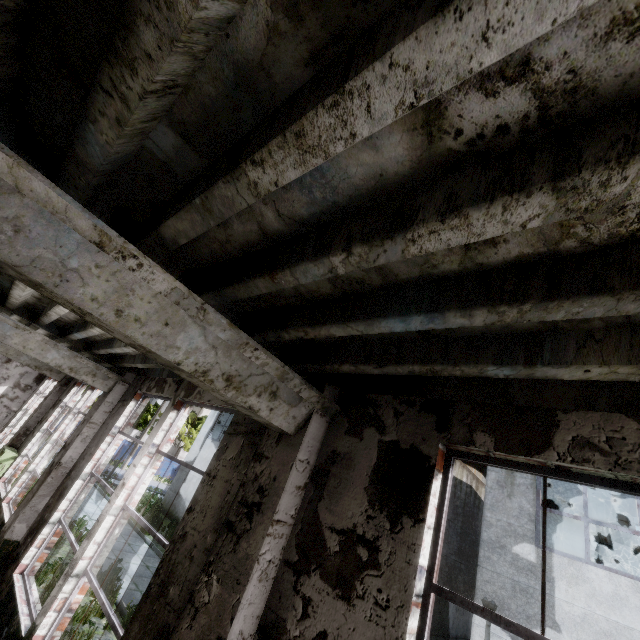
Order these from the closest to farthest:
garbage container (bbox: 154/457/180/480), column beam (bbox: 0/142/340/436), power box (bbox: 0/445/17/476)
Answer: column beam (bbox: 0/142/340/436) < power box (bbox: 0/445/17/476) < garbage container (bbox: 154/457/180/480)

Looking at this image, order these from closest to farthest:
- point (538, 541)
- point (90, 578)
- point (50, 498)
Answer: point (90, 578) → point (50, 498) → point (538, 541)

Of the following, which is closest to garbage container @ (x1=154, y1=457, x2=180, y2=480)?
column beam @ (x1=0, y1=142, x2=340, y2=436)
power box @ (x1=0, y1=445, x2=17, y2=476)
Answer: power box @ (x1=0, y1=445, x2=17, y2=476)

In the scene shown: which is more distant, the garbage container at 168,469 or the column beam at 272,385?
the garbage container at 168,469

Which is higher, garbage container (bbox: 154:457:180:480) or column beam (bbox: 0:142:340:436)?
column beam (bbox: 0:142:340:436)

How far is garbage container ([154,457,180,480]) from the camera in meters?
37.2 m

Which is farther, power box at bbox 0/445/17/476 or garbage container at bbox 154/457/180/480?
garbage container at bbox 154/457/180/480

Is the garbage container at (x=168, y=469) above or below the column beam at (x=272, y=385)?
below
